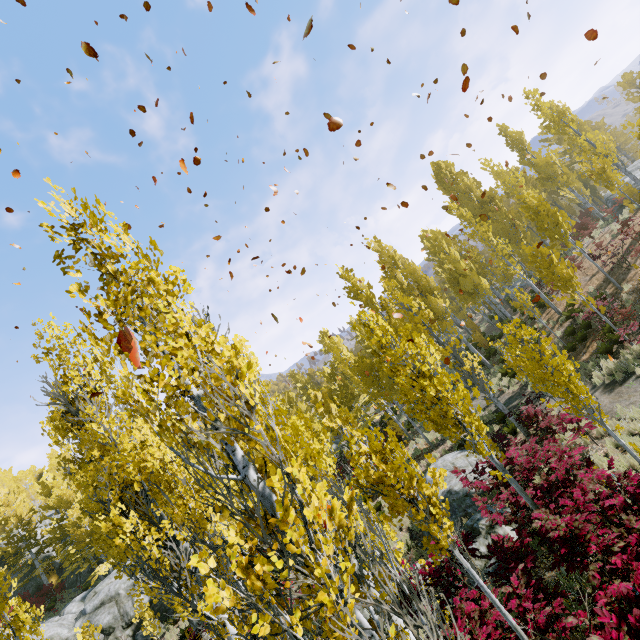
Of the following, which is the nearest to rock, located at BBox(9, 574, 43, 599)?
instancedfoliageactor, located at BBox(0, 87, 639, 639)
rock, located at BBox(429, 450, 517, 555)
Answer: instancedfoliageactor, located at BBox(0, 87, 639, 639)

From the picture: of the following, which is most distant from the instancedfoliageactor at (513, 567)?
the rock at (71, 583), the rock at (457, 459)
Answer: the rock at (457, 459)

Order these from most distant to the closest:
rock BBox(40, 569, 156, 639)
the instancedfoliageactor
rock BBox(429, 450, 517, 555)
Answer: rock BBox(40, 569, 156, 639)
rock BBox(429, 450, 517, 555)
the instancedfoliageactor

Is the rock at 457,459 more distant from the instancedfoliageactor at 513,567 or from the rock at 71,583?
the rock at 71,583

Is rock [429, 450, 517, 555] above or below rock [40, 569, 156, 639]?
below

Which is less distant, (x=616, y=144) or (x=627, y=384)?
(x=627, y=384)
